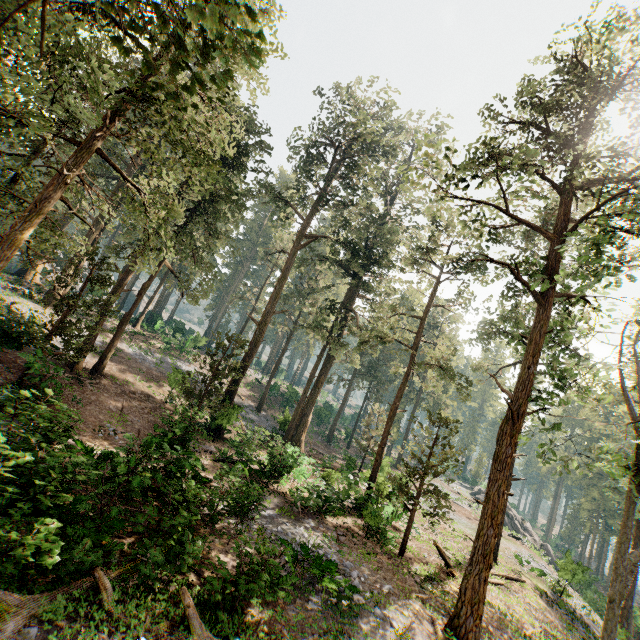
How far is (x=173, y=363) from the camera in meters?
32.3 m

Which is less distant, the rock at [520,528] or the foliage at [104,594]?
the foliage at [104,594]

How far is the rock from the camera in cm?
2979

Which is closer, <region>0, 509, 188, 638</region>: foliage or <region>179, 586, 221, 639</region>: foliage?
<region>0, 509, 188, 638</region>: foliage

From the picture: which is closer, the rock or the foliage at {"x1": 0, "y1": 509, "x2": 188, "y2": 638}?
the foliage at {"x1": 0, "y1": 509, "x2": 188, "y2": 638}

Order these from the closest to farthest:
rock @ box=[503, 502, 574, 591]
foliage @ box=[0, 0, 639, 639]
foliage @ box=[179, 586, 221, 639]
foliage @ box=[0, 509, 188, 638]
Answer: foliage @ box=[0, 509, 188, 638]
foliage @ box=[179, 586, 221, 639]
foliage @ box=[0, 0, 639, 639]
rock @ box=[503, 502, 574, 591]

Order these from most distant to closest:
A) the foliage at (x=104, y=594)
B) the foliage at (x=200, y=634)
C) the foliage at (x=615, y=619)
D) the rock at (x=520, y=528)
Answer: the rock at (x=520, y=528), the foliage at (x=615, y=619), the foliage at (x=200, y=634), the foliage at (x=104, y=594)
